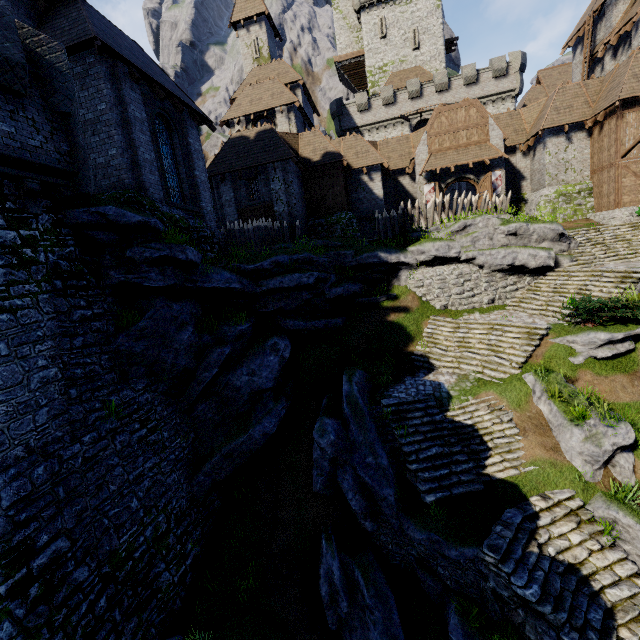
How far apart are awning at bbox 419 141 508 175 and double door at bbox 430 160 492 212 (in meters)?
0.48

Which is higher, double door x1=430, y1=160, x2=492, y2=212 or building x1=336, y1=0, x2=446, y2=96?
building x1=336, y1=0, x2=446, y2=96

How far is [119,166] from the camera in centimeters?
1166cm

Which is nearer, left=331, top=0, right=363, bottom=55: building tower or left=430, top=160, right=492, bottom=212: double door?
left=430, top=160, right=492, bottom=212: double door

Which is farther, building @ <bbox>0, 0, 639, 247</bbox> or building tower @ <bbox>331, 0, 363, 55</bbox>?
building tower @ <bbox>331, 0, 363, 55</bbox>

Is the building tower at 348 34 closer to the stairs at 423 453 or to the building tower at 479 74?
the building tower at 479 74

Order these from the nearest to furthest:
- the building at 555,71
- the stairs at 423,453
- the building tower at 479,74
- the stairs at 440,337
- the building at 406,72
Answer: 1. the stairs at 423,453
2. the building at 555,71
3. the stairs at 440,337
4. the building tower at 479,74
5. the building at 406,72

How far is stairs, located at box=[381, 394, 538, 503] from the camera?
10.9 meters
